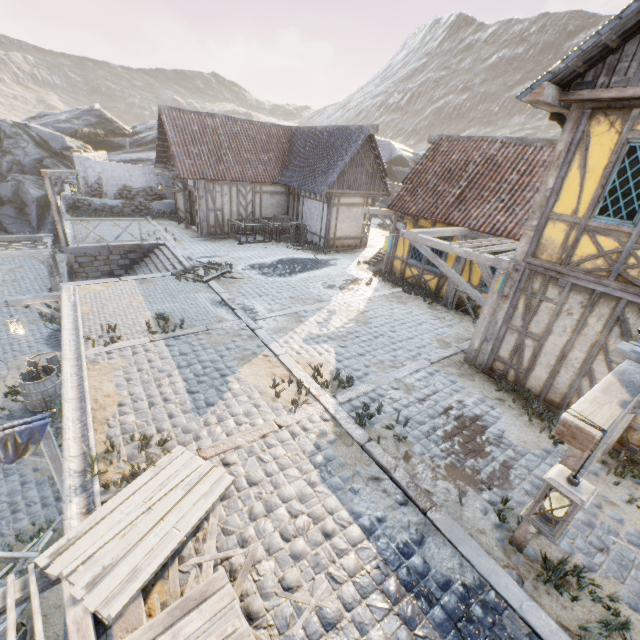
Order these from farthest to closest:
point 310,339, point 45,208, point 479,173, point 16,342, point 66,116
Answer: point 66,116
point 45,208
point 16,342
point 479,173
point 310,339

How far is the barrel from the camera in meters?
9.5 m

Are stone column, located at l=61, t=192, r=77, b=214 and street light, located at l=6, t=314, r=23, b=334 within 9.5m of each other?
no

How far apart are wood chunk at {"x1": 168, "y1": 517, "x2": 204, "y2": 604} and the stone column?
21.3 meters

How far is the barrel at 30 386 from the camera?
9.5m

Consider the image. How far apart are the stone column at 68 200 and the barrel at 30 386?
13.0 meters

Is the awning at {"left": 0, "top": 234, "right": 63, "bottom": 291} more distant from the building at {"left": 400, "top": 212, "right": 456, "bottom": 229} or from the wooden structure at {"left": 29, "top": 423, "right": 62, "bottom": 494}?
the building at {"left": 400, "top": 212, "right": 456, "bottom": 229}

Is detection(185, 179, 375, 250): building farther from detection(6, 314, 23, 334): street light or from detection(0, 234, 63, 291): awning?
detection(6, 314, 23, 334): street light
